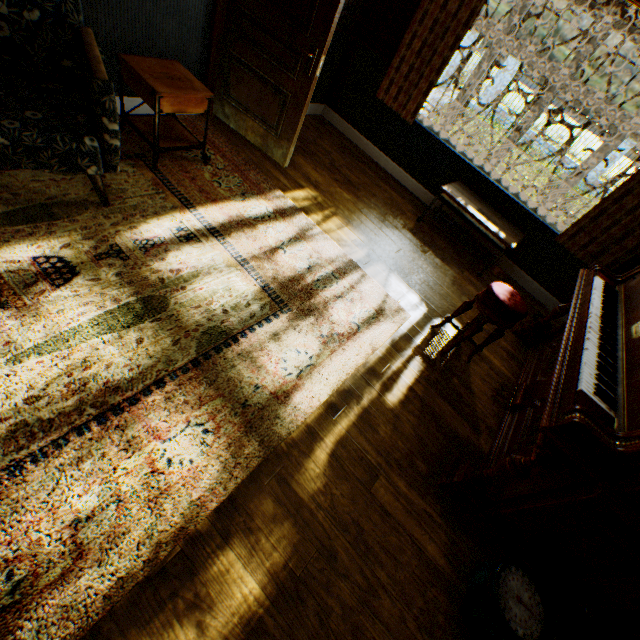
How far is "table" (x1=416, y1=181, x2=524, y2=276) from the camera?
3.9 meters

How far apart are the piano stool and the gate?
16.67m

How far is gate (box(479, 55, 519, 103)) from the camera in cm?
1388

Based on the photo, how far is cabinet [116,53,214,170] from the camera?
2.5 meters

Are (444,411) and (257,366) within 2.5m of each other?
yes

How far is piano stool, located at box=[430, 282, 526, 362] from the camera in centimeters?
257cm

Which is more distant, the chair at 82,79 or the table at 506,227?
the table at 506,227

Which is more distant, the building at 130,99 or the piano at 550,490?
the building at 130,99
